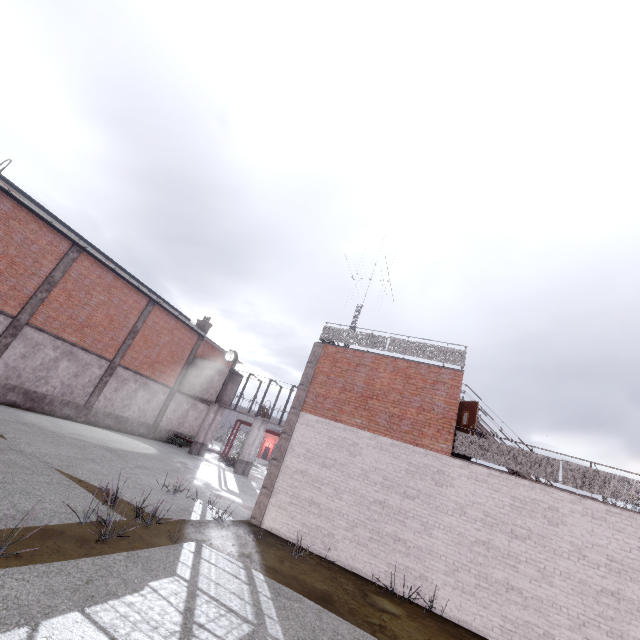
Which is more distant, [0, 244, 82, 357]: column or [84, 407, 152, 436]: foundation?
[84, 407, 152, 436]: foundation

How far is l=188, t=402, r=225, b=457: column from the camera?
24.5m

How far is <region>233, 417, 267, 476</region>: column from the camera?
22.8 meters

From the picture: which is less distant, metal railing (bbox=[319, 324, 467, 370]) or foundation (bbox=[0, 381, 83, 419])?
metal railing (bbox=[319, 324, 467, 370])

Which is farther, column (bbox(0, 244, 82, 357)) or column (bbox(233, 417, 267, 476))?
column (bbox(233, 417, 267, 476))

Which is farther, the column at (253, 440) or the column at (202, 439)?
the column at (202, 439)

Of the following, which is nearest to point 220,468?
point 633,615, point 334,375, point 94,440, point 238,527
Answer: point 94,440

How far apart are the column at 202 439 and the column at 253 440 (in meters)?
3.74
